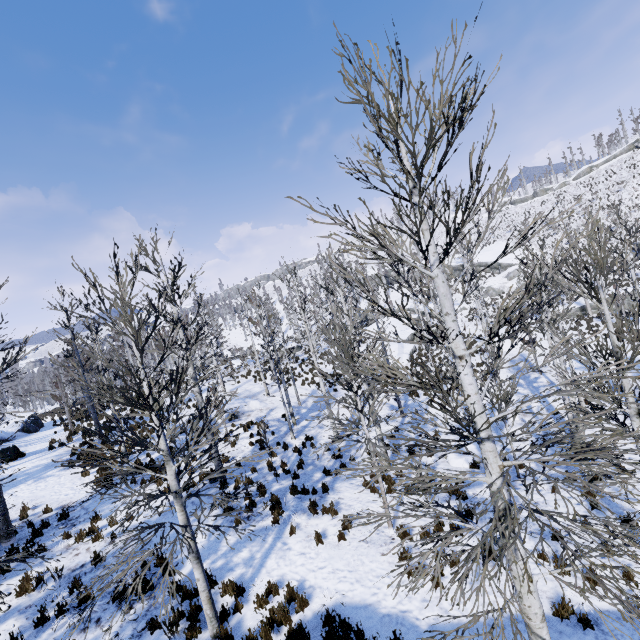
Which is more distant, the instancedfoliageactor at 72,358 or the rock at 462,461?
the rock at 462,461

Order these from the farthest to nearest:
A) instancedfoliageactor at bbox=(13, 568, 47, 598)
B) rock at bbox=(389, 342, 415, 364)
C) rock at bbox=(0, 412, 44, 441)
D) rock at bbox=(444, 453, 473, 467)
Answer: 1. rock at bbox=(389, 342, 415, 364)
2. rock at bbox=(0, 412, 44, 441)
3. rock at bbox=(444, 453, 473, 467)
4. instancedfoliageactor at bbox=(13, 568, 47, 598)

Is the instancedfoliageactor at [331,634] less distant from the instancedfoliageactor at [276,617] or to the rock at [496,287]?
the instancedfoliageactor at [276,617]

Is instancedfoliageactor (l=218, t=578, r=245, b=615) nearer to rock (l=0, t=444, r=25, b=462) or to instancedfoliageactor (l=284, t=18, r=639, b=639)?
instancedfoliageactor (l=284, t=18, r=639, b=639)

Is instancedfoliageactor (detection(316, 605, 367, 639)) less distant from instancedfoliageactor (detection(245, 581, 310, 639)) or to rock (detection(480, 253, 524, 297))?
instancedfoliageactor (detection(245, 581, 310, 639))

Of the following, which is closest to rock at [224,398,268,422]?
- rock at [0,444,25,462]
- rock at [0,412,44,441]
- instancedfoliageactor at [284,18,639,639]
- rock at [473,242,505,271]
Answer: instancedfoliageactor at [284,18,639,639]

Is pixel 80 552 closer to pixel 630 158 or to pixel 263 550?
pixel 263 550

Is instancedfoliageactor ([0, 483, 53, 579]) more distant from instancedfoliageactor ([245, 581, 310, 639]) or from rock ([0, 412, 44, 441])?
rock ([0, 412, 44, 441])
